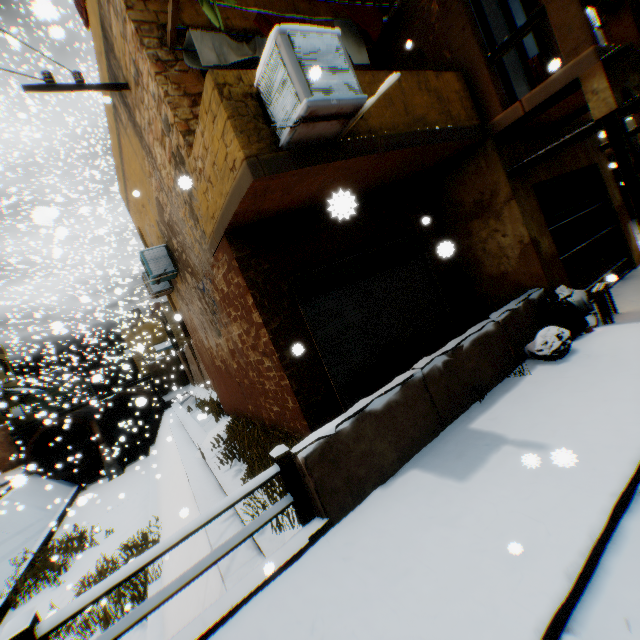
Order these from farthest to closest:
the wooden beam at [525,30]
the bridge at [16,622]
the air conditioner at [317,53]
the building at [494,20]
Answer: the building at [494,20] → the wooden beam at [525,30] → the air conditioner at [317,53] → the bridge at [16,622]

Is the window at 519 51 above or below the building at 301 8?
below

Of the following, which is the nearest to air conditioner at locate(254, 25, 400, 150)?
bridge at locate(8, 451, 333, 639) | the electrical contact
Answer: bridge at locate(8, 451, 333, 639)

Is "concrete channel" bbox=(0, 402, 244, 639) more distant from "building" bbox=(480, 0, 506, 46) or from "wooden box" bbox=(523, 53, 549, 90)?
"wooden box" bbox=(523, 53, 549, 90)

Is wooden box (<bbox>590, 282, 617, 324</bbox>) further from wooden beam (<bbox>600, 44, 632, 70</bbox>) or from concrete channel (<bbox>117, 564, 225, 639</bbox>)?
concrete channel (<bbox>117, 564, 225, 639</bbox>)

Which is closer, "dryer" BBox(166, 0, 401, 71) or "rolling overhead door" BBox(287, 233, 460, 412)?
"dryer" BBox(166, 0, 401, 71)

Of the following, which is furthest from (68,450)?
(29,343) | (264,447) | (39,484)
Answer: (264,447)

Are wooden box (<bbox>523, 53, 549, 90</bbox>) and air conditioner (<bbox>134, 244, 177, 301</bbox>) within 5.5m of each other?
no
